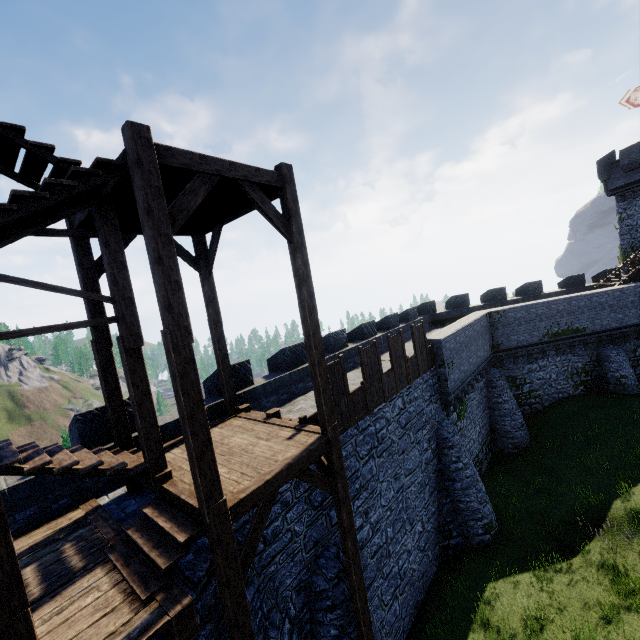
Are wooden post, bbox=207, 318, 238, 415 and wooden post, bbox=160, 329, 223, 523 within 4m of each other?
no

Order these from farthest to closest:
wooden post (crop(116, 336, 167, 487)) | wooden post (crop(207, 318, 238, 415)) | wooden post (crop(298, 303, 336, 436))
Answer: wooden post (crop(207, 318, 238, 415)), wooden post (crop(298, 303, 336, 436)), wooden post (crop(116, 336, 167, 487))

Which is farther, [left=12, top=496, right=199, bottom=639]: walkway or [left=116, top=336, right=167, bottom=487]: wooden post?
[left=116, top=336, right=167, bottom=487]: wooden post

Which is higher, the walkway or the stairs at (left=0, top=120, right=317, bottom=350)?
the stairs at (left=0, top=120, right=317, bottom=350)

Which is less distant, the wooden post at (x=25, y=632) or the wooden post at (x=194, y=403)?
the wooden post at (x=25, y=632)

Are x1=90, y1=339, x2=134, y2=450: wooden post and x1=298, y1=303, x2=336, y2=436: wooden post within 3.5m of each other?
no

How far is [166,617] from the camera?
4.2m

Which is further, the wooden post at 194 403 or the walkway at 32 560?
the wooden post at 194 403
